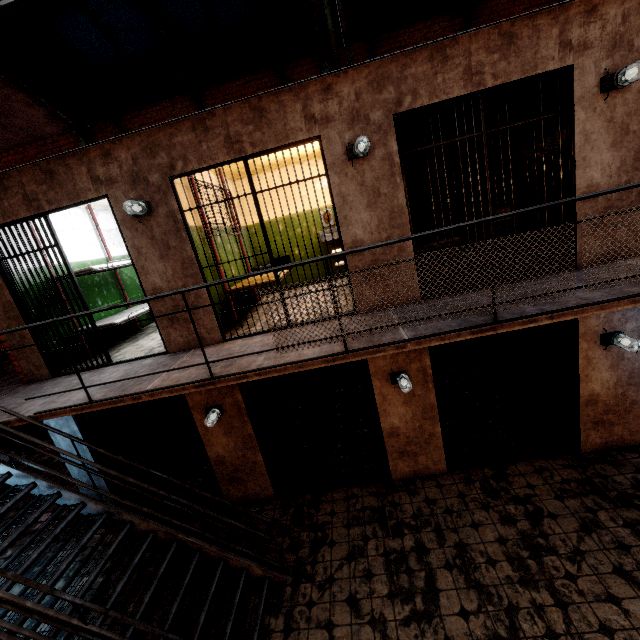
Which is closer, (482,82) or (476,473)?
(482,82)

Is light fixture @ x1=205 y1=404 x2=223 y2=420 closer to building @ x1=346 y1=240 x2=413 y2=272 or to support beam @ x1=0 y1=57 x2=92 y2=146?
building @ x1=346 y1=240 x2=413 y2=272

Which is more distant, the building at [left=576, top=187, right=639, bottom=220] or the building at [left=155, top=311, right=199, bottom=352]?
the building at [left=155, top=311, right=199, bottom=352]

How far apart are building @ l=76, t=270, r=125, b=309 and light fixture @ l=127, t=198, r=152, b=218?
2.8 meters

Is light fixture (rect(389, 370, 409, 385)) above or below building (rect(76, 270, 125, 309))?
below

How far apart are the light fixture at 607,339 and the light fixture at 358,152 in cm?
408

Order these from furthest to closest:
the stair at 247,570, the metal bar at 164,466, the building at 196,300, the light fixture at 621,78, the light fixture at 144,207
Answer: the metal bar at 164,466 < the building at 196,300 < the light fixture at 144,207 < the light fixture at 621,78 < the stair at 247,570

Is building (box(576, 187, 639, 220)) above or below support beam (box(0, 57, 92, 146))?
below
